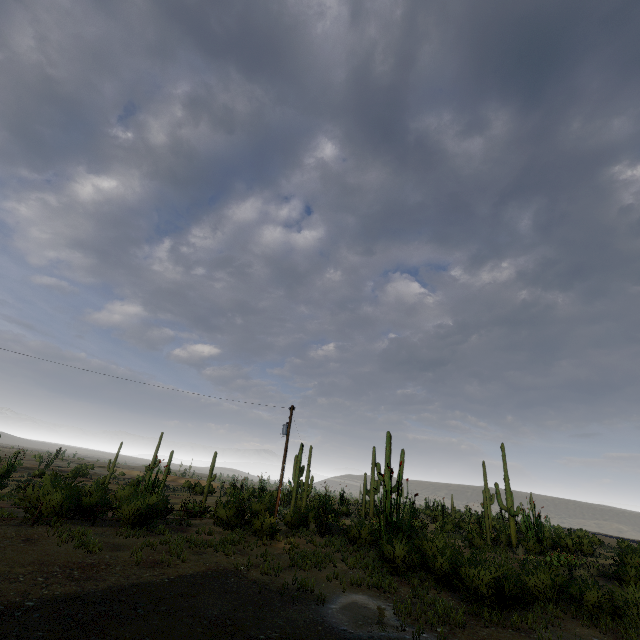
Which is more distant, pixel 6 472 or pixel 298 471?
pixel 6 472
